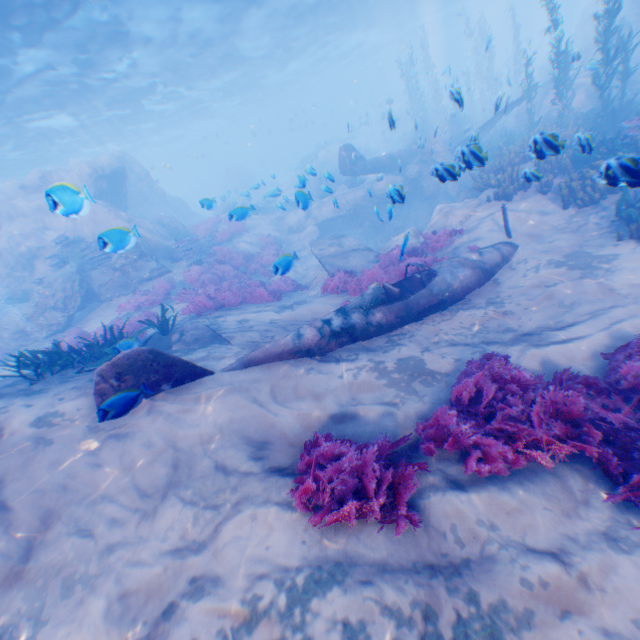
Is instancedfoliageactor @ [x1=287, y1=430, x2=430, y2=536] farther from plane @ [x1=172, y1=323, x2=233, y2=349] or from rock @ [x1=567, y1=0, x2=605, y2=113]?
plane @ [x1=172, y1=323, x2=233, y2=349]

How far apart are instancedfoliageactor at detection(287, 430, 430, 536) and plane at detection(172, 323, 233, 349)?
3.38m

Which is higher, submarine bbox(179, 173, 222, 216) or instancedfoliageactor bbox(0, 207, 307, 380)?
submarine bbox(179, 173, 222, 216)

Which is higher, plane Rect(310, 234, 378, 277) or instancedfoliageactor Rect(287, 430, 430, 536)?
instancedfoliageactor Rect(287, 430, 430, 536)

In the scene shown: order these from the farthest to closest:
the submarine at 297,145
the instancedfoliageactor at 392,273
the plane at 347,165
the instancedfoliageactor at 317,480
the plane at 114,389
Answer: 1. the submarine at 297,145
2. the plane at 347,165
3. the instancedfoliageactor at 392,273
4. the plane at 114,389
5. the instancedfoliageactor at 317,480

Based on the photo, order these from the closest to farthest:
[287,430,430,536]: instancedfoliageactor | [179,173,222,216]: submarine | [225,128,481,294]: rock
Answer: [287,430,430,536]: instancedfoliageactor
[179,173,222,216]: submarine
[225,128,481,294]: rock

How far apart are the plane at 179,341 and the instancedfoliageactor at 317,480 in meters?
3.4 m

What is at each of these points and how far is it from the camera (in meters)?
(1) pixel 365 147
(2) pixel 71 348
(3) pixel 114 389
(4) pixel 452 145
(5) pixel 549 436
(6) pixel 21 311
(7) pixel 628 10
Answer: (1) instancedfoliageactor, 35.84
(2) instancedfoliageactor, 7.85
(3) plane, 5.39
(4) plane, 21.70
(5) instancedfoliageactor, 4.00
(6) rock, 13.73
(7) rock, 22.52
